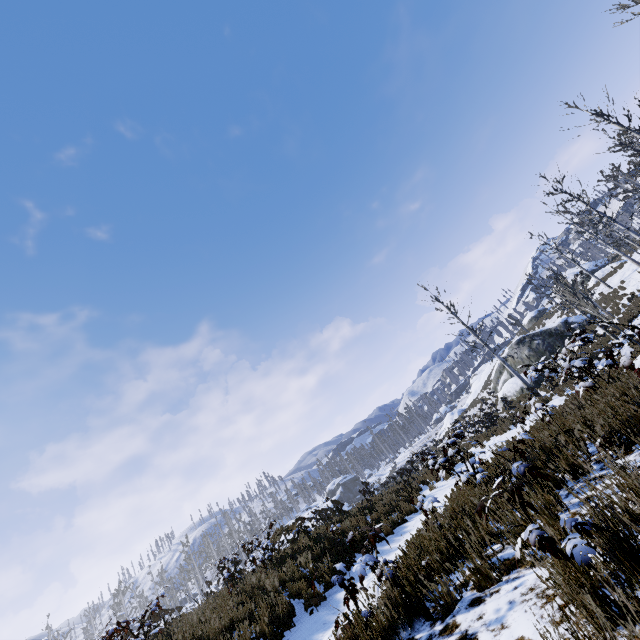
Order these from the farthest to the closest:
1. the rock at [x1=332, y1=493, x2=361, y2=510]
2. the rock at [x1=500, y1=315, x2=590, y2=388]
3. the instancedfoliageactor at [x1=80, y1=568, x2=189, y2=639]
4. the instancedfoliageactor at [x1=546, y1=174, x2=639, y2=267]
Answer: the rock at [x1=332, y1=493, x2=361, y2=510], the rock at [x1=500, y1=315, x2=590, y2=388], the instancedfoliageactor at [x1=546, y1=174, x2=639, y2=267], the instancedfoliageactor at [x1=80, y1=568, x2=189, y2=639]

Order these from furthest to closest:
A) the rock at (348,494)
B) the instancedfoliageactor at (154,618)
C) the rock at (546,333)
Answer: the rock at (348,494), the rock at (546,333), the instancedfoliageactor at (154,618)

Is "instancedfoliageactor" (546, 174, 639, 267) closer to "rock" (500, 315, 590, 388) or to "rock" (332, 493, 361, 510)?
"rock" (500, 315, 590, 388)

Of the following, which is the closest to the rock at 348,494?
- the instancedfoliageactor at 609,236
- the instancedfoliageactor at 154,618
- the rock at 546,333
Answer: the instancedfoliageactor at 154,618

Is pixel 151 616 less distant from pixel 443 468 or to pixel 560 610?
pixel 443 468

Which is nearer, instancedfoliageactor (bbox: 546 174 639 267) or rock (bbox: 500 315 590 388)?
instancedfoliageactor (bbox: 546 174 639 267)

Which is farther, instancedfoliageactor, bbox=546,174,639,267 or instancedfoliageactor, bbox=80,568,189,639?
instancedfoliageactor, bbox=546,174,639,267

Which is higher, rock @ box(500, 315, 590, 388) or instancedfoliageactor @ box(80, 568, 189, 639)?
instancedfoliageactor @ box(80, 568, 189, 639)
